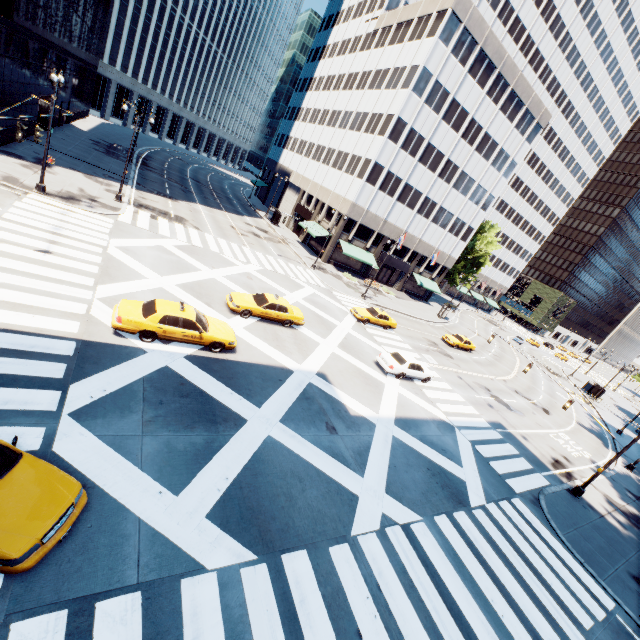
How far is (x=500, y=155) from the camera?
48.03m

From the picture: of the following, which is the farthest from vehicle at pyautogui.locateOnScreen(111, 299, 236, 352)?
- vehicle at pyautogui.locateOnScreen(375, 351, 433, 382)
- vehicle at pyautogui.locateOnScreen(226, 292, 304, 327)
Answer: vehicle at pyautogui.locateOnScreen(375, 351, 433, 382)

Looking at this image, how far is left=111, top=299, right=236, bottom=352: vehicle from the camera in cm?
1303

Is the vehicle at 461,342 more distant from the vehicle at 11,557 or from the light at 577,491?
the vehicle at 11,557

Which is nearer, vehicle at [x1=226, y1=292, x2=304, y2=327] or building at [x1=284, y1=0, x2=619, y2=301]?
vehicle at [x1=226, y1=292, x2=304, y2=327]

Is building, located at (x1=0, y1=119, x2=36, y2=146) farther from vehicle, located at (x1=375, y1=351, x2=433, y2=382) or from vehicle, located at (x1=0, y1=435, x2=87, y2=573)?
vehicle, located at (x1=375, y1=351, x2=433, y2=382)

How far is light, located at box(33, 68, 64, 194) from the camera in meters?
18.3

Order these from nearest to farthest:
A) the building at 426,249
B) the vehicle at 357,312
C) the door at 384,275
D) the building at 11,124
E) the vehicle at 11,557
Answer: the vehicle at 11,557 < the building at 11,124 < the vehicle at 357,312 < the building at 426,249 < the door at 384,275
